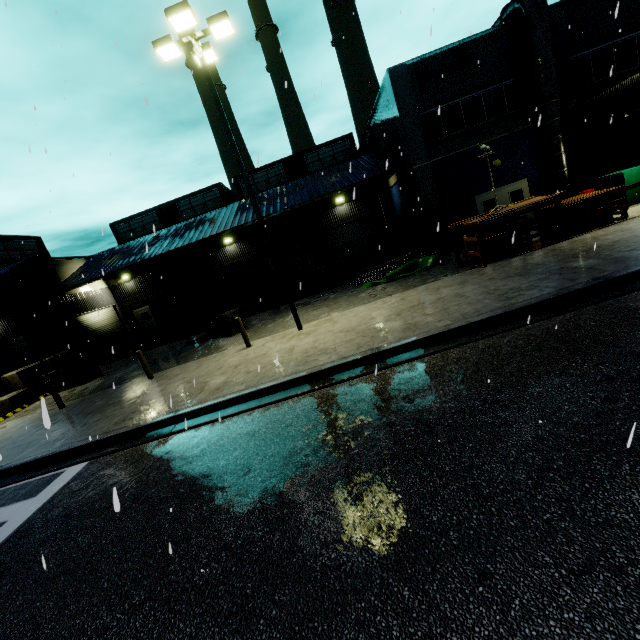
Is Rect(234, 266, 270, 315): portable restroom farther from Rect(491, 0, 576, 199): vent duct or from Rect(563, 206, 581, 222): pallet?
Rect(491, 0, 576, 199): vent duct

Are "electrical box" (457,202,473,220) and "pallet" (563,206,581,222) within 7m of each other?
yes

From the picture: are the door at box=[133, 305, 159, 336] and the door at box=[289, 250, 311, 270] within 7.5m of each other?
no

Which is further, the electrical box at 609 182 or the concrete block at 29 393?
the concrete block at 29 393

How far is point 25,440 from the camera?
9.9 meters

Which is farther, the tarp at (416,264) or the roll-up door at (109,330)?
the roll-up door at (109,330)

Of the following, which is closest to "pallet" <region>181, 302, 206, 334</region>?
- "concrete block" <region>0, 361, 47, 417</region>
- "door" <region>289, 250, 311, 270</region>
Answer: "door" <region>289, 250, 311, 270</region>

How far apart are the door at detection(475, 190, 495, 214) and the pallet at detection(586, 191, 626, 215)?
5.3m
